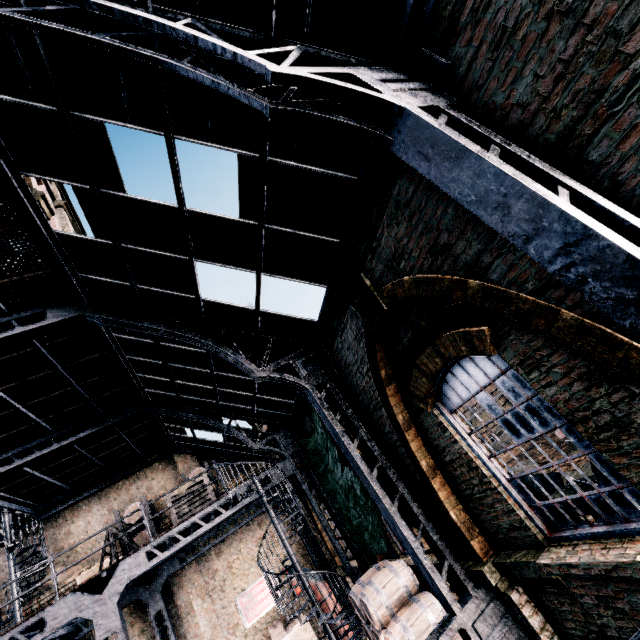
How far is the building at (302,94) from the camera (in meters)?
4.07

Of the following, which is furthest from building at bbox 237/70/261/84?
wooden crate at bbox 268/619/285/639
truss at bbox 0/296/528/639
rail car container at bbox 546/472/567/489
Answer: rail car container at bbox 546/472/567/489

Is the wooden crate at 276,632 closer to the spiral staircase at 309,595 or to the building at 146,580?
the building at 146,580

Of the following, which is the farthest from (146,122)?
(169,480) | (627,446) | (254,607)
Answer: (254,607)

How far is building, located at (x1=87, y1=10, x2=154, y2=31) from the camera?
3.7m

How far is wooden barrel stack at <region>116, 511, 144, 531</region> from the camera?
13.16m

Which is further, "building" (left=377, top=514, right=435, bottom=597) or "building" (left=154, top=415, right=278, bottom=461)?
"building" (left=154, top=415, right=278, bottom=461)

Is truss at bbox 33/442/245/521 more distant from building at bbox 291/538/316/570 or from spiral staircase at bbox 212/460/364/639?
spiral staircase at bbox 212/460/364/639
